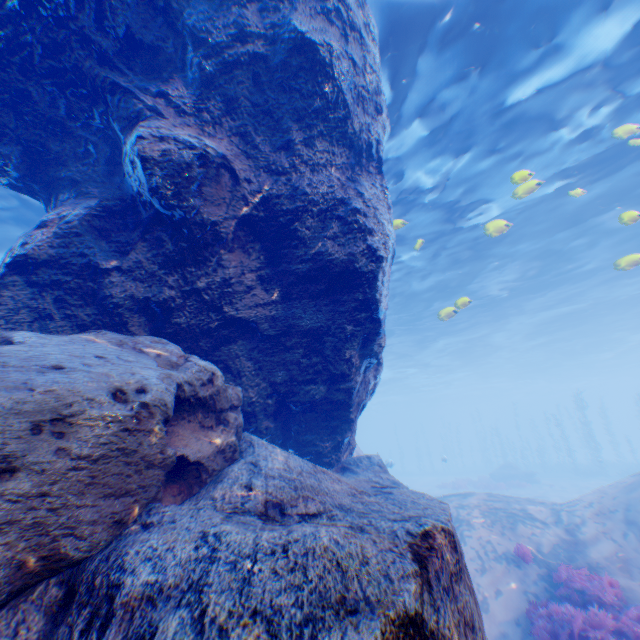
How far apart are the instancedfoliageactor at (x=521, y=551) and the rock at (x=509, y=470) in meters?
25.8 m

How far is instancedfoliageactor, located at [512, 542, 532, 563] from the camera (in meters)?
7.62

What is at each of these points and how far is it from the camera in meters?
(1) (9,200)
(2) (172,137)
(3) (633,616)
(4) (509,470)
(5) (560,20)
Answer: (1) light, 11.1 m
(2) rock, 4.2 m
(3) instancedfoliageactor, 5.8 m
(4) rock, 30.4 m
(5) light, 7.5 m

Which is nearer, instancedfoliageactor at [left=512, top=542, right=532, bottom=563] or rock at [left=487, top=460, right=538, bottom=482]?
instancedfoliageactor at [left=512, top=542, right=532, bottom=563]

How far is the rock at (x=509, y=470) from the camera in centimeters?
2898cm

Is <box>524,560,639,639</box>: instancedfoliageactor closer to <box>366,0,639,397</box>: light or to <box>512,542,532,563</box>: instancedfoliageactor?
<box>512,542,532,563</box>: instancedfoliageactor

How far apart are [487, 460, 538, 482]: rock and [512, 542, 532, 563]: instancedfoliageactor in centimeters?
2583cm

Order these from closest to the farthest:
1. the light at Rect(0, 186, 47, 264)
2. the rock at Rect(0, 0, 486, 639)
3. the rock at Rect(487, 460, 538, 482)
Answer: the rock at Rect(0, 0, 486, 639) → the light at Rect(0, 186, 47, 264) → the rock at Rect(487, 460, 538, 482)
